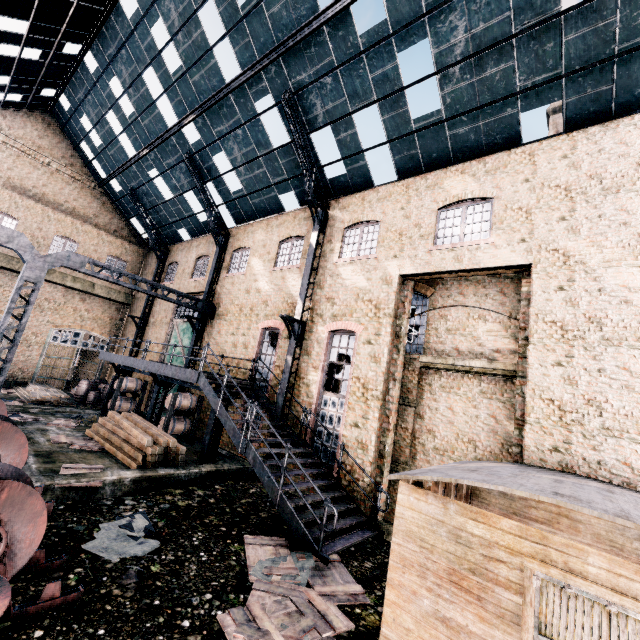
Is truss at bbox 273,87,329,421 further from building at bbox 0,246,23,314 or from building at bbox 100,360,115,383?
building at bbox 100,360,115,383

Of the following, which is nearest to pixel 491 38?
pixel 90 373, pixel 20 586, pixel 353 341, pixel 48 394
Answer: pixel 353 341

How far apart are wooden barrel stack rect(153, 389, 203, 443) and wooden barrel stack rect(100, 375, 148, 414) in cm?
453

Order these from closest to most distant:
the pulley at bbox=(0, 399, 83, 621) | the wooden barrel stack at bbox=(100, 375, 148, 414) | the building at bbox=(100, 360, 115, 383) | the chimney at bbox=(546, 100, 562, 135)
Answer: the pulley at bbox=(0, 399, 83, 621), the wooden barrel stack at bbox=(100, 375, 148, 414), the building at bbox=(100, 360, 115, 383), the chimney at bbox=(546, 100, 562, 135)

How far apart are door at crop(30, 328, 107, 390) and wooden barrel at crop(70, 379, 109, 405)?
4.29m

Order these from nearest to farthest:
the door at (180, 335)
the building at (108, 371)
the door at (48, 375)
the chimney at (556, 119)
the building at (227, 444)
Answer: the building at (227, 444)
the door at (180, 335)
the door at (48, 375)
the building at (108, 371)
the chimney at (556, 119)

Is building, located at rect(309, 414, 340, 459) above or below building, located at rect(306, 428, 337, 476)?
above

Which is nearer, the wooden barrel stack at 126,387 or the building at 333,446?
the building at 333,446
